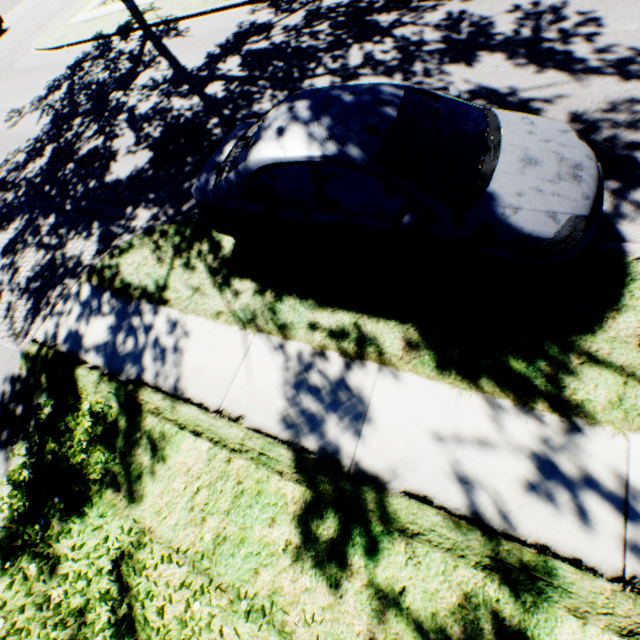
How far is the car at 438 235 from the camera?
3.1 meters

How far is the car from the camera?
3.1 meters

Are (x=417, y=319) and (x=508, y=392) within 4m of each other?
yes
